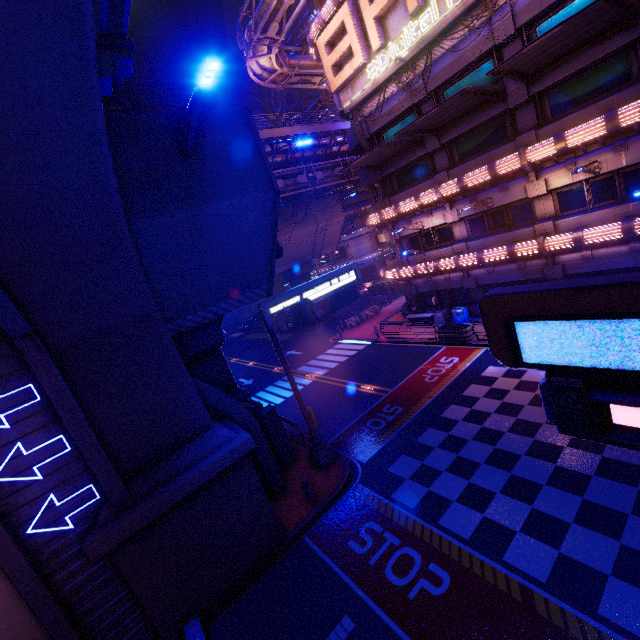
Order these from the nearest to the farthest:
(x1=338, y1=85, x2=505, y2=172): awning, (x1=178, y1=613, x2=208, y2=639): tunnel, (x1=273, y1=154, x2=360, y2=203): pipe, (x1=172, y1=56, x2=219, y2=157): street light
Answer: (x1=172, y1=56, x2=219, y2=157): street light < (x1=178, y1=613, x2=208, y2=639): tunnel < (x1=338, y1=85, x2=505, y2=172): awning < (x1=273, y1=154, x2=360, y2=203): pipe

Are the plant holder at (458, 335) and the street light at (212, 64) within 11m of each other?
no

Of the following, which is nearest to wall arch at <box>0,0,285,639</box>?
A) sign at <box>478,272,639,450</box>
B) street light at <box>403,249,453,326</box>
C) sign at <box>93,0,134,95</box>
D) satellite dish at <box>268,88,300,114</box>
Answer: sign at <box>93,0,134,95</box>

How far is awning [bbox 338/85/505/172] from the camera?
15.4 meters

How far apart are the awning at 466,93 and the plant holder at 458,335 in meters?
11.5 m

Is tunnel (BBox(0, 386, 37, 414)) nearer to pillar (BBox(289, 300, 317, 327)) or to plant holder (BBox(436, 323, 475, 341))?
plant holder (BBox(436, 323, 475, 341))

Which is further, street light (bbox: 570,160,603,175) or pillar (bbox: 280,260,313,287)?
pillar (bbox: 280,260,313,287)

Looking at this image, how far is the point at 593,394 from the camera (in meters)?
2.98
